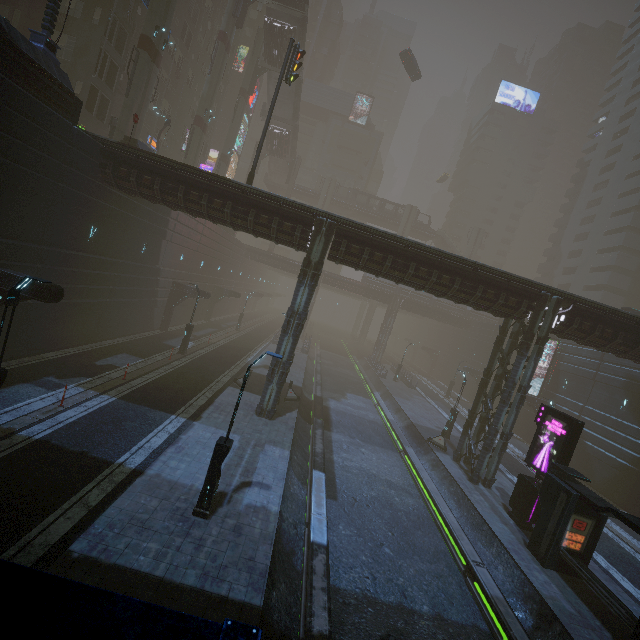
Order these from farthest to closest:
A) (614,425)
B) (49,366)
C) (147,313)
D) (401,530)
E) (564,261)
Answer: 1. (564,261)
2. (147,313)
3. (614,425)
4. (49,366)
5. (401,530)

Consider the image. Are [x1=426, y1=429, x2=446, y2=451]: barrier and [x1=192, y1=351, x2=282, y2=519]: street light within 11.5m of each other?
no

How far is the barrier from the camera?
23.22m

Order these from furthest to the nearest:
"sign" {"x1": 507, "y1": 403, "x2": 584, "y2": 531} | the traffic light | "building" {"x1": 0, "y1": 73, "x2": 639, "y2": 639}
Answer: the traffic light
"sign" {"x1": 507, "y1": 403, "x2": 584, "y2": 531}
"building" {"x1": 0, "y1": 73, "x2": 639, "y2": 639}

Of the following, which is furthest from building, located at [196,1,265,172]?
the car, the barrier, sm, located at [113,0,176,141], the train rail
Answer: sm, located at [113,0,176,141]

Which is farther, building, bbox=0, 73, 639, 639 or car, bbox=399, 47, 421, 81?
car, bbox=399, 47, 421, 81

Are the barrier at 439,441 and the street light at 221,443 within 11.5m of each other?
no

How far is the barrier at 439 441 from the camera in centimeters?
2322cm
